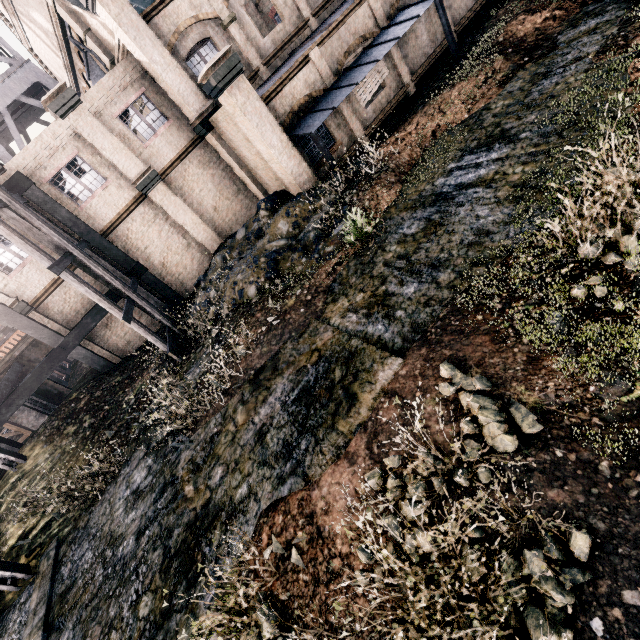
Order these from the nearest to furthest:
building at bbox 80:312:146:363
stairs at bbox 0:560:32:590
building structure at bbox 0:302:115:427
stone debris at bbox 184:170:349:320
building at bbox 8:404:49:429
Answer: stairs at bbox 0:560:32:590 → stone debris at bbox 184:170:349:320 → building structure at bbox 0:302:115:427 → building at bbox 80:312:146:363 → building at bbox 8:404:49:429

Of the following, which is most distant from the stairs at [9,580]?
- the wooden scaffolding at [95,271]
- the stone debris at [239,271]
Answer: the stone debris at [239,271]

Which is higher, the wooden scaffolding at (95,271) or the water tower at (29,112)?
the water tower at (29,112)

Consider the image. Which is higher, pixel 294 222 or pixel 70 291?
pixel 70 291

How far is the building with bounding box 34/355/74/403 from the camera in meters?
20.5 m

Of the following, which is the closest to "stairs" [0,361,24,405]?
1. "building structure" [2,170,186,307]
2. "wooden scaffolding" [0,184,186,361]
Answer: "building structure" [2,170,186,307]

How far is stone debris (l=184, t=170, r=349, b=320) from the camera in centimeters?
1276cm

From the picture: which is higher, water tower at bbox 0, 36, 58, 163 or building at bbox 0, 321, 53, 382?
water tower at bbox 0, 36, 58, 163
